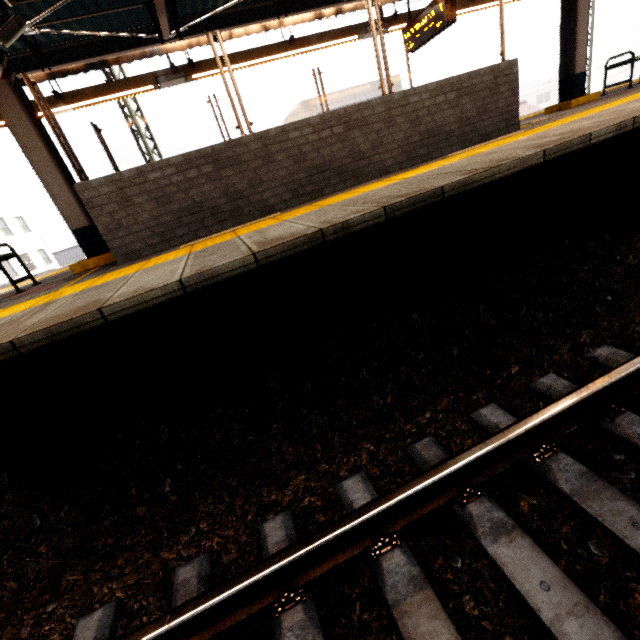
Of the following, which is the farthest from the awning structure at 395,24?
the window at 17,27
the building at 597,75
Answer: the building at 597,75

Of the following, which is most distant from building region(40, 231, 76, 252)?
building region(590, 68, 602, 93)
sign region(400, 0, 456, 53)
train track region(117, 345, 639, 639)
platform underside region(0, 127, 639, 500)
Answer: building region(590, 68, 602, 93)

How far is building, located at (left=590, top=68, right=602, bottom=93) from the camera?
48.5 meters

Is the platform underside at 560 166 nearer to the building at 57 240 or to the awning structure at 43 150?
the awning structure at 43 150

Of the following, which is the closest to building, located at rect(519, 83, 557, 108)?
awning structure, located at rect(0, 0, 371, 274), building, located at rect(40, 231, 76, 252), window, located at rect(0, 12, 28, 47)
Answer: awning structure, located at rect(0, 0, 371, 274)

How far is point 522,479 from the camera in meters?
1.7 m

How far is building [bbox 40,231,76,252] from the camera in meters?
41.8

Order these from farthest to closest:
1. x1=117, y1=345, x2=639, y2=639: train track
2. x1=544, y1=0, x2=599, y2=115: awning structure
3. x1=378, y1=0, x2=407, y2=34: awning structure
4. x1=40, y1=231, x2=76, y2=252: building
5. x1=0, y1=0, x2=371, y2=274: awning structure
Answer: x1=40, y1=231, x2=76, y2=252: building, x1=378, y1=0, x2=407, y2=34: awning structure, x1=544, y1=0, x2=599, y2=115: awning structure, x1=0, y1=0, x2=371, y2=274: awning structure, x1=117, y1=345, x2=639, y2=639: train track
